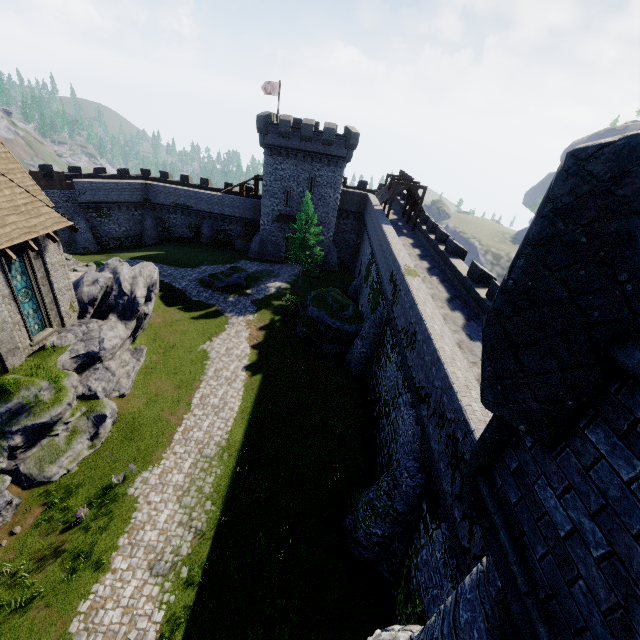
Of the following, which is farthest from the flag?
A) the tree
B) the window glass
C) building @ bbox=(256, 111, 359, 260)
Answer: the window glass

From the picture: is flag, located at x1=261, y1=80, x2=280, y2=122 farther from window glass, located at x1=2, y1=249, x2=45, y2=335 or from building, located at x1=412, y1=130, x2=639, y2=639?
building, located at x1=412, y1=130, x2=639, y2=639

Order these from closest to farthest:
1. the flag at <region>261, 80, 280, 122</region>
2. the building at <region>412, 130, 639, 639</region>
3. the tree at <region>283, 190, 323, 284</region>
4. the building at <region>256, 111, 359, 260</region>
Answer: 1. the building at <region>412, 130, 639, 639</region>
2. the tree at <region>283, 190, 323, 284</region>
3. the building at <region>256, 111, 359, 260</region>
4. the flag at <region>261, 80, 280, 122</region>

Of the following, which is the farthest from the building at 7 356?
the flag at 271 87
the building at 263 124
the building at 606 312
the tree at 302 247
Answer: the flag at 271 87

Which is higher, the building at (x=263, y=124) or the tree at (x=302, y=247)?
the building at (x=263, y=124)

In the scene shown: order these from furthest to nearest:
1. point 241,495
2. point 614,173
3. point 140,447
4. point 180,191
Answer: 1. point 180,191
2. point 140,447
3. point 241,495
4. point 614,173

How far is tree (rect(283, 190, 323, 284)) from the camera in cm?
3378

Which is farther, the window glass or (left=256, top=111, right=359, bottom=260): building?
(left=256, top=111, right=359, bottom=260): building
